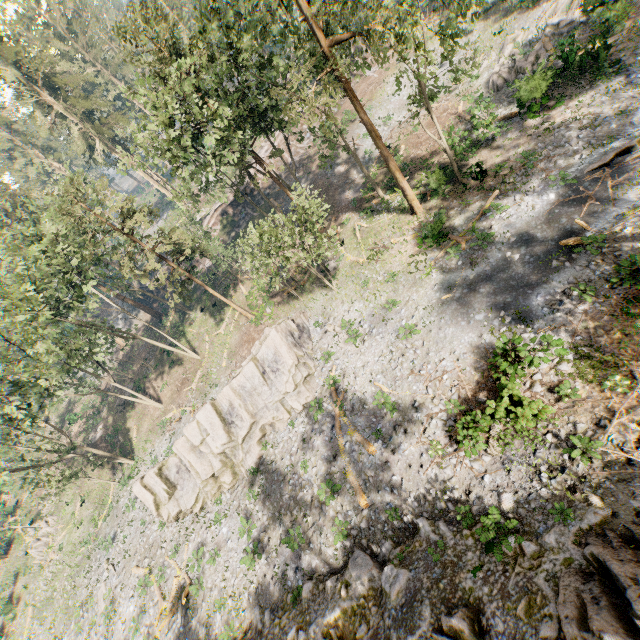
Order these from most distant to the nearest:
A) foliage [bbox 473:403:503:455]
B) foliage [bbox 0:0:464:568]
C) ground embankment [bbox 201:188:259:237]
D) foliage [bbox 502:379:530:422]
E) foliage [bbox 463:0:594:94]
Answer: ground embankment [bbox 201:188:259:237], foliage [bbox 463:0:594:94], foliage [bbox 0:0:464:568], foliage [bbox 473:403:503:455], foliage [bbox 502:379:530:422]

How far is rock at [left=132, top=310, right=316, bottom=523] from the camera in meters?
23.4

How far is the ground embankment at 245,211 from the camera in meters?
43.4

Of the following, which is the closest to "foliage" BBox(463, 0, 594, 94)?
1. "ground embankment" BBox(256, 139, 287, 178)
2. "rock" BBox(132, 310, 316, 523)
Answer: "ground embankment" BBox(256, 139, 287, 178)

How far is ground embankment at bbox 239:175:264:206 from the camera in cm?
4303

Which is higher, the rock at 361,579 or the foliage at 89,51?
the foliage at 89,51

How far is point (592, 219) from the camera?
16.4 meters
